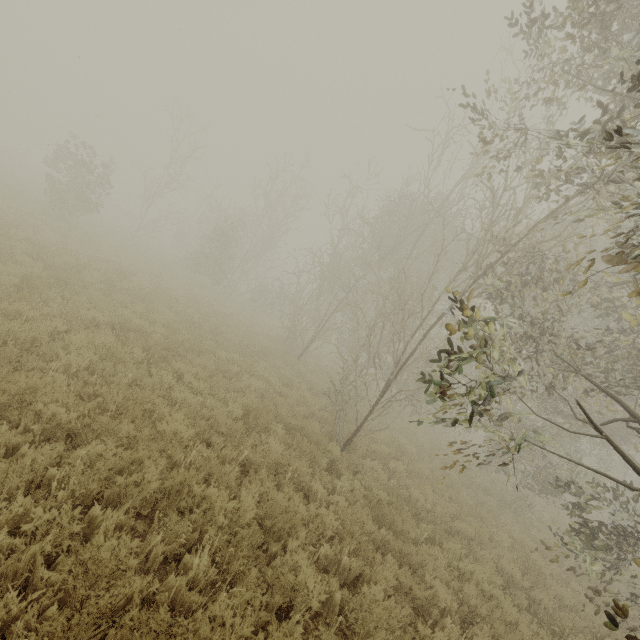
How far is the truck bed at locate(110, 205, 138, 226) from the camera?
39.16m

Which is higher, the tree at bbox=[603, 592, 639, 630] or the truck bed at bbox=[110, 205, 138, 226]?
the tree at bbox=[603, 592, 639, 630]

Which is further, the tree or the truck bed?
the truck bed

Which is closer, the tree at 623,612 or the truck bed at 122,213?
the tree at 623,612

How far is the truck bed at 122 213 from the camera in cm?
3916

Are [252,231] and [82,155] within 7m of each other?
no
